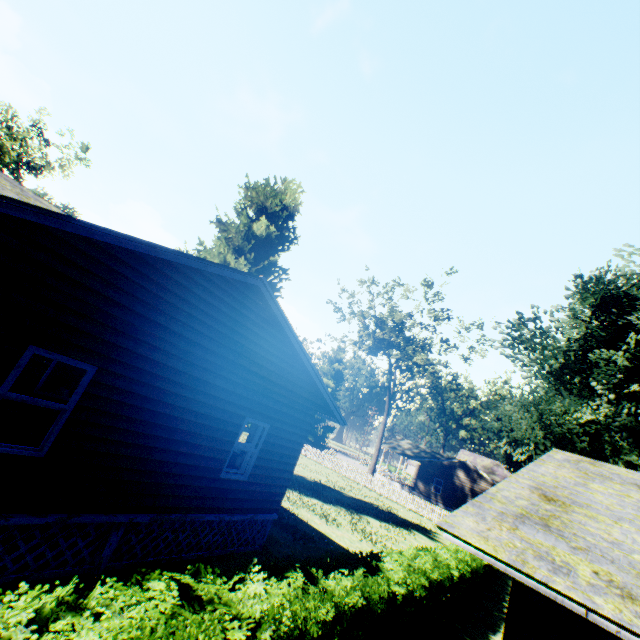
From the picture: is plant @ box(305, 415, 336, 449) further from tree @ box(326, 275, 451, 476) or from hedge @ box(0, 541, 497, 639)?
hedge @ box(0, 541, 497, 639)

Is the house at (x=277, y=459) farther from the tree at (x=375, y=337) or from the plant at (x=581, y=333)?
the tree at (x=375, y=337)

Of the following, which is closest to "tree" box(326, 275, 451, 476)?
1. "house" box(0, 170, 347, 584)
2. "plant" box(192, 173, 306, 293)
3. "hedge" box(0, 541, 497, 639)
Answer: "plant" box(192, 173, 306, 293)

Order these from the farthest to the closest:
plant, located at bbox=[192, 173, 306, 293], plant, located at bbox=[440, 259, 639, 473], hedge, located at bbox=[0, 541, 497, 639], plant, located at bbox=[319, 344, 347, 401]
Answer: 1. plant, located at bbox=[319, 344, 347, 401]
2. plant, located at bbox=[192, 173, 306, 293]
3. plant, located at bbox=[440, 259, 639, 473]
4. hedge, located at bbox=[0, 541, 497, 639]

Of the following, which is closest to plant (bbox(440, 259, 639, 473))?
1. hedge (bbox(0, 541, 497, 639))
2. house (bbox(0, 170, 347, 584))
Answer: house (bbox(0, 170, 347, 584))

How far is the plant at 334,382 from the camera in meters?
47.3 m

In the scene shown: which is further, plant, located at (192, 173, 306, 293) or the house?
plant, located at (192, 173, 306, 293)

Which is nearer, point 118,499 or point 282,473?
point 118,499
